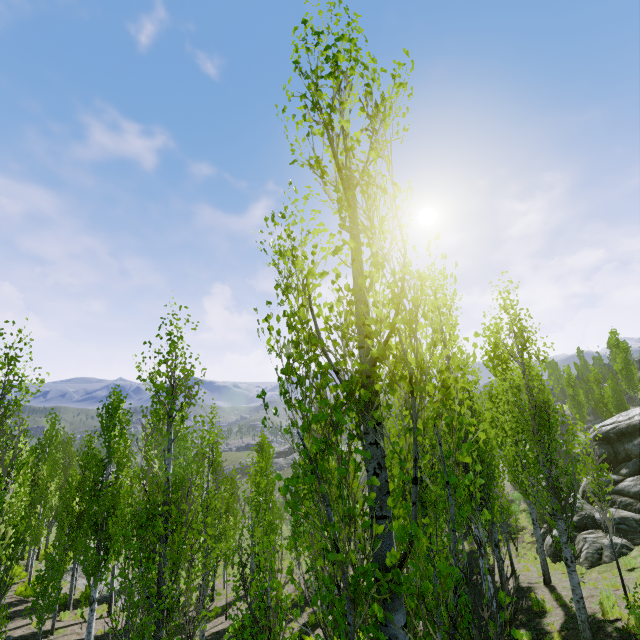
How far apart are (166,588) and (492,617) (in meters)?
10.30

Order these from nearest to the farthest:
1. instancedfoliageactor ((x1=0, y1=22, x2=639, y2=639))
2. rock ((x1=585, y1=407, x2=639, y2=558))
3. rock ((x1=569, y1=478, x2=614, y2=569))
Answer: instancedfoliageactor ((x1=0, y1=22, x2=639, y2=639))
rock ((x1=569, y1=478, x2=614, y2=569))
rock ((x1=585, y1=407, x2=639, y2=558))

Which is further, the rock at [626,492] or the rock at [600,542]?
the rock at [626,492]

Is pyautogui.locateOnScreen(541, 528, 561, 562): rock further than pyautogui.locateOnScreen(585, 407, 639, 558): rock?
Yes

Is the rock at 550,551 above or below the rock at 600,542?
below

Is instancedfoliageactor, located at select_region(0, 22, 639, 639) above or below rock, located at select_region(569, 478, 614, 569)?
above
